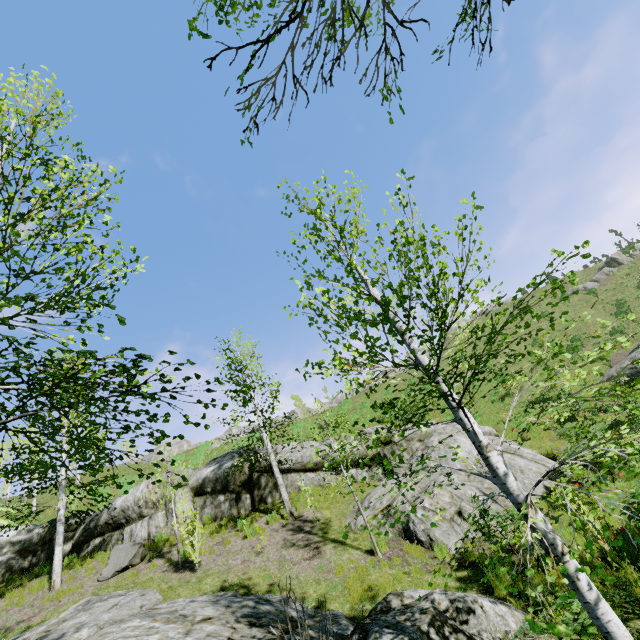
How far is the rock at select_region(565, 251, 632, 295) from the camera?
39.9m

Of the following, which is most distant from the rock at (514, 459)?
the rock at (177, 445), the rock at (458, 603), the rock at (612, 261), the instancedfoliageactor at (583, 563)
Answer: the rock at (612, 261)

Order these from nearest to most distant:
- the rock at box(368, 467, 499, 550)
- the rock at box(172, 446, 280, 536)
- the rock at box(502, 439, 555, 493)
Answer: the rock at box(368, 467, 499, 550), the rock at box(502, 439, 555, 493), the rock at box(172, 446, 280, 536)

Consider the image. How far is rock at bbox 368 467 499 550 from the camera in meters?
9.0 m

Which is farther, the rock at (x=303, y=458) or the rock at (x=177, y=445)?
the rock at (x=177, y=445)

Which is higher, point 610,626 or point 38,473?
point 38,473

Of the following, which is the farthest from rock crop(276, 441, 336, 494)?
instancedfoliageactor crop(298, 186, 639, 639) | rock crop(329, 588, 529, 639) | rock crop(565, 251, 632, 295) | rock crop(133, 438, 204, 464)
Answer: rock crop(565, 251, 632, 295)
